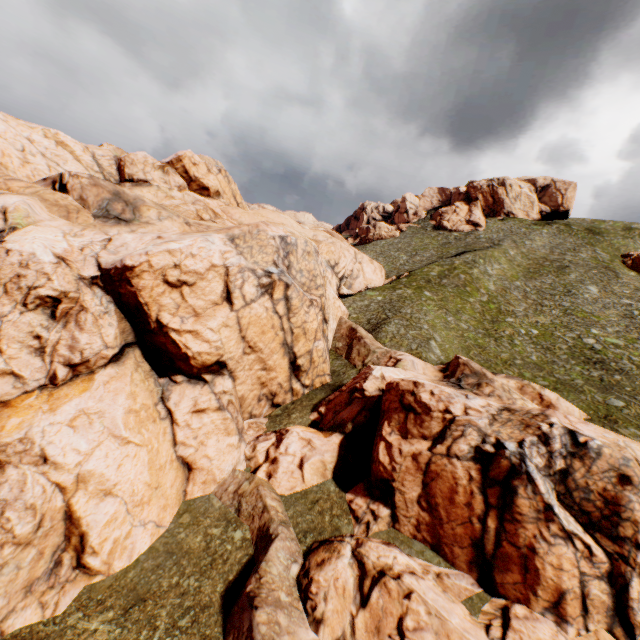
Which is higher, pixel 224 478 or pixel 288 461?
pixel 288 461
